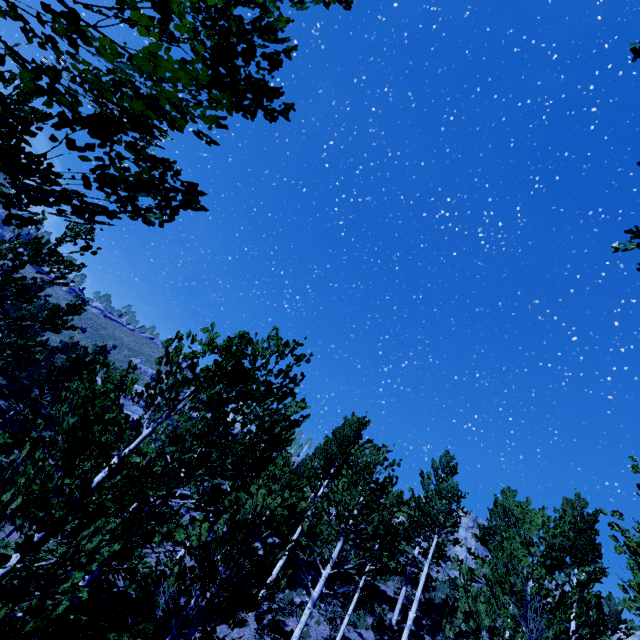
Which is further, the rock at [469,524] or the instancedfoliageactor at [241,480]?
the rock at [469,524]

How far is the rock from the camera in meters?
31.1 m

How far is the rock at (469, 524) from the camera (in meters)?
31.06

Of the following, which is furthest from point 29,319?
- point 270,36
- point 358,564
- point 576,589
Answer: point 576,589

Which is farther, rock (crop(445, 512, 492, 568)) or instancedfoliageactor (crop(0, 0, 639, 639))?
rock (crop(445, 512, 492, 568))

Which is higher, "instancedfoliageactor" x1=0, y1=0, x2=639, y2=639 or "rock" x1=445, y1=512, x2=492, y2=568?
"rock" x1=445, y1=512, x2=492, y2=568
